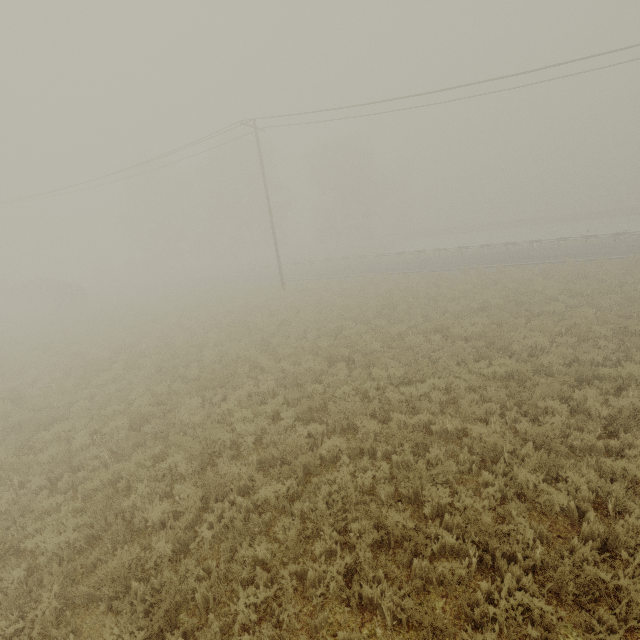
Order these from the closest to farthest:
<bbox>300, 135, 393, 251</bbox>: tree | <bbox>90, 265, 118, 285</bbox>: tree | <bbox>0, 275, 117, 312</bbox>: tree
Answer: <bbox>0, 275, 117, 312</bbox>: tree < <bbox>300, 135, 393, 251</bbox>: tree < <bbox>90, 265, 118, 285</bbox>: tree

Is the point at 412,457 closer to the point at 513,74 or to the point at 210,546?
the point at 210,546

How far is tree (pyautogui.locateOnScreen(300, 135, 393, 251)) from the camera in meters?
47.4

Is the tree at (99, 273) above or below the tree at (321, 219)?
below

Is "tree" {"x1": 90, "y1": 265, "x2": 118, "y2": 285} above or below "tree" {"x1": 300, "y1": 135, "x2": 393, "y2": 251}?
below

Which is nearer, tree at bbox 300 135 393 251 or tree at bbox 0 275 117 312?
tree at bbox 0 275 117 312

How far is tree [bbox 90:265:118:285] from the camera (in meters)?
53.21

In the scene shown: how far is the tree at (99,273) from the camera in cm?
5321
